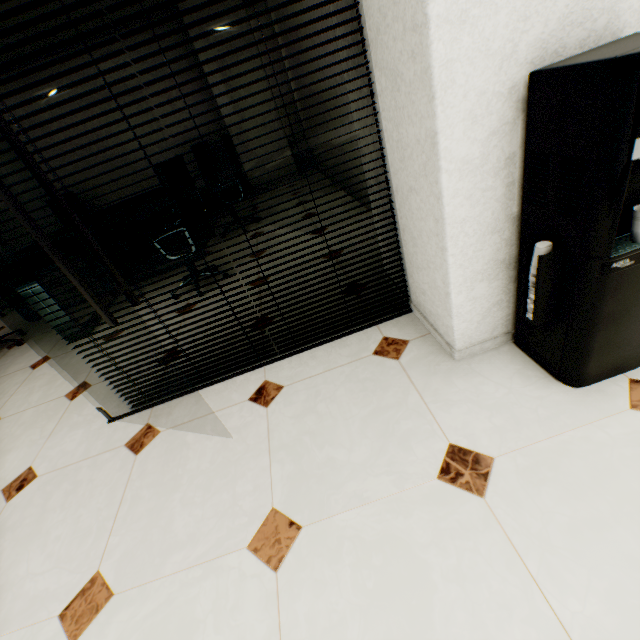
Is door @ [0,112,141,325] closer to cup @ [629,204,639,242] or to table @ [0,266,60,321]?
cup @ [629,204,639,242]

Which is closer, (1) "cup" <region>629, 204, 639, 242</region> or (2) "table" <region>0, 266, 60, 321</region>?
→ (1) "cup" <region>629, 204, 639, 242</region>

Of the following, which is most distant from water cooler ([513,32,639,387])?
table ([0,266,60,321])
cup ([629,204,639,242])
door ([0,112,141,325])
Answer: table ([0,266,60,321])

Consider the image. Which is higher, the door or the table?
the door

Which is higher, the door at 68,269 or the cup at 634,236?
the door at 68,269

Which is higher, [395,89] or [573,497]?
[395,89]

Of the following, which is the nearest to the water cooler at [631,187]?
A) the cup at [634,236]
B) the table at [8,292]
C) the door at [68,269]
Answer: the cup at [634,236]
